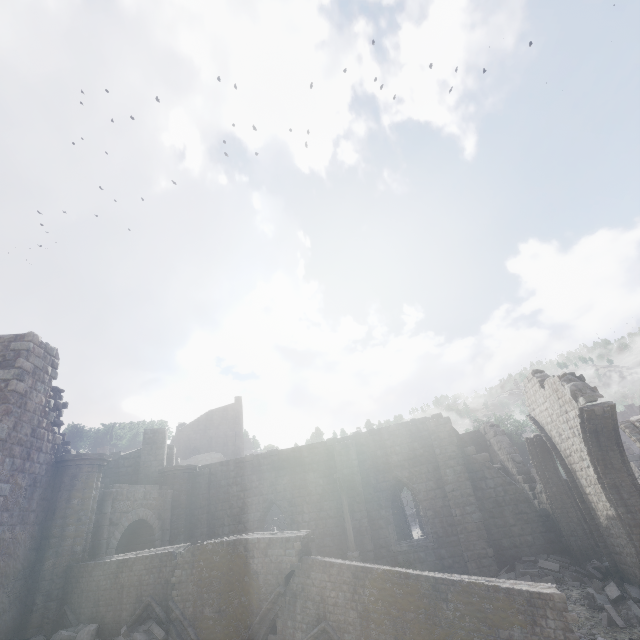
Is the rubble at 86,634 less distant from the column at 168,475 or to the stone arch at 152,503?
the stone arch at 152,503

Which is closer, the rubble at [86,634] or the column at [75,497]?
the rubble at [86,634]

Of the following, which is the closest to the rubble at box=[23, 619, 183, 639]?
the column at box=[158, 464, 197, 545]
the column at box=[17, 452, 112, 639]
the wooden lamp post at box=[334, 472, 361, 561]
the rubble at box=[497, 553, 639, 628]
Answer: the column at box=[17, 452, 112, 639]

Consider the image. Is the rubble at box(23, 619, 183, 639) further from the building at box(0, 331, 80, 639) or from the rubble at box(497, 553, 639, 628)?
the rubble at box(497, 553, 639, 628)

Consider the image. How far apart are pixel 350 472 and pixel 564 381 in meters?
11.7 m

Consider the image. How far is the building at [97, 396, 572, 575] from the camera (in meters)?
15.48

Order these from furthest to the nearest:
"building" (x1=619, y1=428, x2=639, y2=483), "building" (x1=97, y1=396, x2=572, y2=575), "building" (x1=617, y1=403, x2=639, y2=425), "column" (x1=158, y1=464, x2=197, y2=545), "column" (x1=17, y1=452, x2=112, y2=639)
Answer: "building" (x1=617, y1=403, x2=639, y2=425), "building" (x1=619, y1=428, x2=639, y2=483), "column" (x1=158, y1=464, x2=197, y2=545), "building" (x1=97, y1=396, x2=572, y2=575), "column" (x1=17, y1=452, x2=112, y2=639)

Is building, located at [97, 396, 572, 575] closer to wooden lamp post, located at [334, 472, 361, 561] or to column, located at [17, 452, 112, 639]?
column, located at [17, 452, 112, 639]
